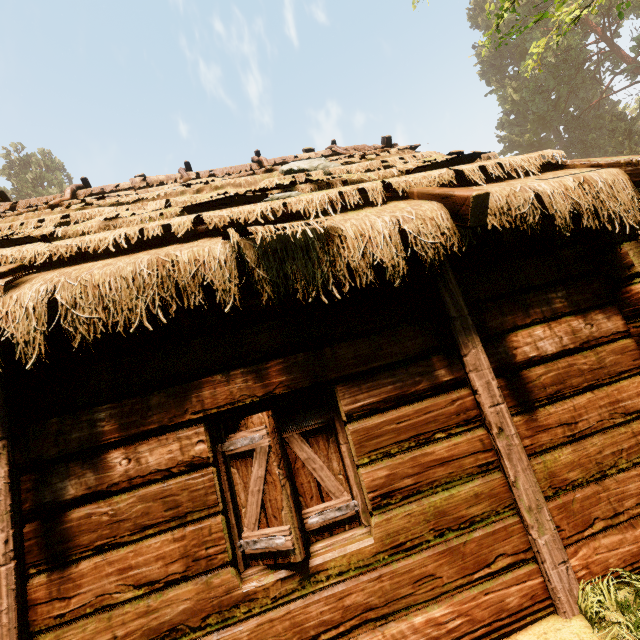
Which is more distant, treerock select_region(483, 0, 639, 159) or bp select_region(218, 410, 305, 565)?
treerock select_region(483, 0, 639, 159)

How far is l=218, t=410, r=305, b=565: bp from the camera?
2.46m

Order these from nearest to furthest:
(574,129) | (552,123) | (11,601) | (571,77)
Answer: (11,601), (571,77), (574,129), (552,123)

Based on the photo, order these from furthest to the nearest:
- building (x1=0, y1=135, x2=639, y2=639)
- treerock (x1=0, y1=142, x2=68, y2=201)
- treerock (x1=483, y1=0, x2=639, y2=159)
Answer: treerock (x1=0, y1=142, x2=68, y2=201), treerock (x1=483, y1=0, x2=639, y2=159), building (x1=0, y1=135, x2=639, y2=639)

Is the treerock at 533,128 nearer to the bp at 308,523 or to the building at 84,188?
the building at 84,188

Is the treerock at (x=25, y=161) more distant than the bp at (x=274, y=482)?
Yes

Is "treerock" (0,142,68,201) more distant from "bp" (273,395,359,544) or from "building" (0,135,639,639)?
"bp" (273,395,359,544)
